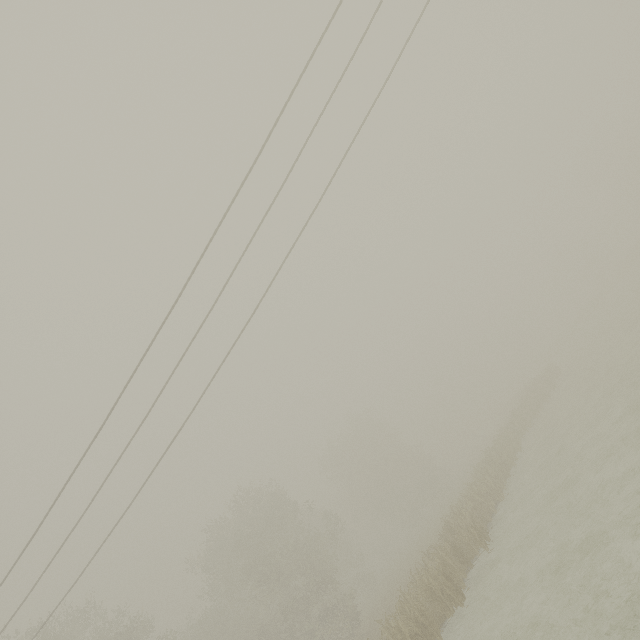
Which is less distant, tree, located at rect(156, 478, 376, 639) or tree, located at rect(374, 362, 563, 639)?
tree, located at rect(374, 362, 563, 639)

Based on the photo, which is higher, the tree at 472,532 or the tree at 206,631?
the tree at 206,631

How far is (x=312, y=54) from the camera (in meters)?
7.52

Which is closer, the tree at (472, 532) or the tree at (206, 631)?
the tree at (472, 532)

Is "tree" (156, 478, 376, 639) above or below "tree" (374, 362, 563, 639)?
above
